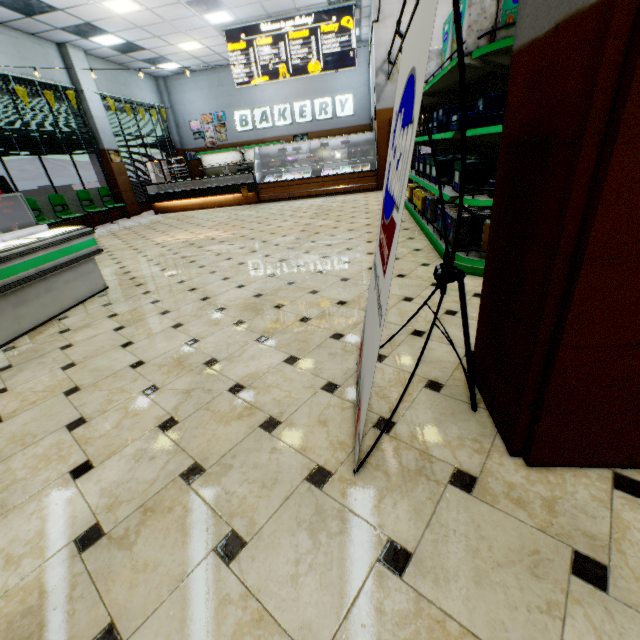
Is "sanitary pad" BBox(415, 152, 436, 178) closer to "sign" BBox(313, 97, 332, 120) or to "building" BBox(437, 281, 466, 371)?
"building" BBox(437, 281, 466, 371)

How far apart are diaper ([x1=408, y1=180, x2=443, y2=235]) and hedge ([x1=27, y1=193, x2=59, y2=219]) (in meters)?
9.88

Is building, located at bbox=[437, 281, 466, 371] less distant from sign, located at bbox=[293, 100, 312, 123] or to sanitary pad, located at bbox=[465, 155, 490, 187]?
sign, located at bbox=[293, 100, 312, 123]

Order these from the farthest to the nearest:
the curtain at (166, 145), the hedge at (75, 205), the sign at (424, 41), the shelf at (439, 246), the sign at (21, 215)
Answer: the curtain at (166, 145), the hedge at (75, 205), the sign at (21, 215), the shelf at (439, 246), the sign at (424, 41)

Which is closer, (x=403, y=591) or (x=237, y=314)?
(x=403, y=591)

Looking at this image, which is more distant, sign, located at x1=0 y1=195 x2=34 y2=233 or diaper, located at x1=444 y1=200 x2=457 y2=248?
sign, located at x1=0 y1=195 x2=34 y2=233

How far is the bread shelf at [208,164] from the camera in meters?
14.6 m

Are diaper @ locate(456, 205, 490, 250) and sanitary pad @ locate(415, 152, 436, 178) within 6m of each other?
yes
